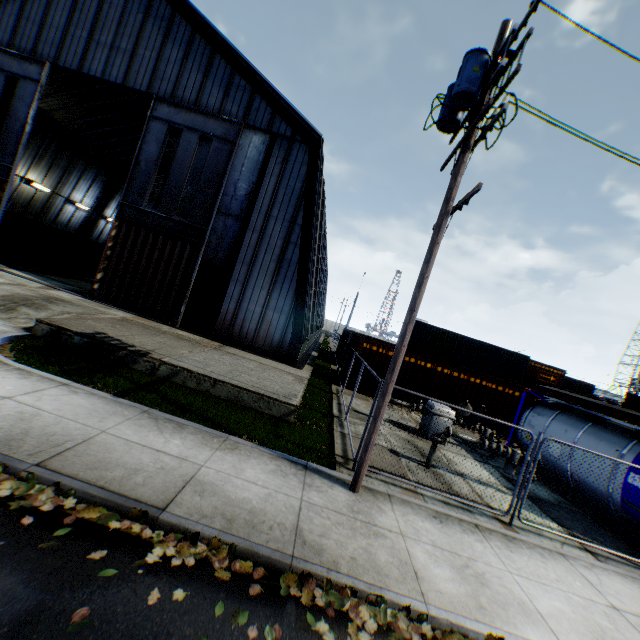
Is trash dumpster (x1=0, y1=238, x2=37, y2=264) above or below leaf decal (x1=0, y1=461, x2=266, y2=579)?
above

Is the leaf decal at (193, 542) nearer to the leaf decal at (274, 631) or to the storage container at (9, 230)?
the leaf decal at (274, 631)

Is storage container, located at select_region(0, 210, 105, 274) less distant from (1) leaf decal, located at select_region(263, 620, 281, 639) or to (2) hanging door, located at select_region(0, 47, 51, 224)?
(2) hanging door, located at select_region(0, 47, 51, 224)

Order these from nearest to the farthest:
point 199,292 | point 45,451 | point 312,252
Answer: point 45,451
point 312,252
point 199,292

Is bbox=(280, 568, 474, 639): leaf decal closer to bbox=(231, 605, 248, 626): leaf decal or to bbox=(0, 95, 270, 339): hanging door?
bbox=(231, 605, 248, 626): leaf decal

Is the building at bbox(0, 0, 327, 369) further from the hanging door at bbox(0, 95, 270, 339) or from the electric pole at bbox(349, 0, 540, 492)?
the electric pole at bbox(349, 0, 540, 492)

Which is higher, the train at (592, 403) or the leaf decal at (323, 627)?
the train at (592, 403)

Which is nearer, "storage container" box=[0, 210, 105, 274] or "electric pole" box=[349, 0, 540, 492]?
"electric pole" box=[349, 0, 540, 492]
